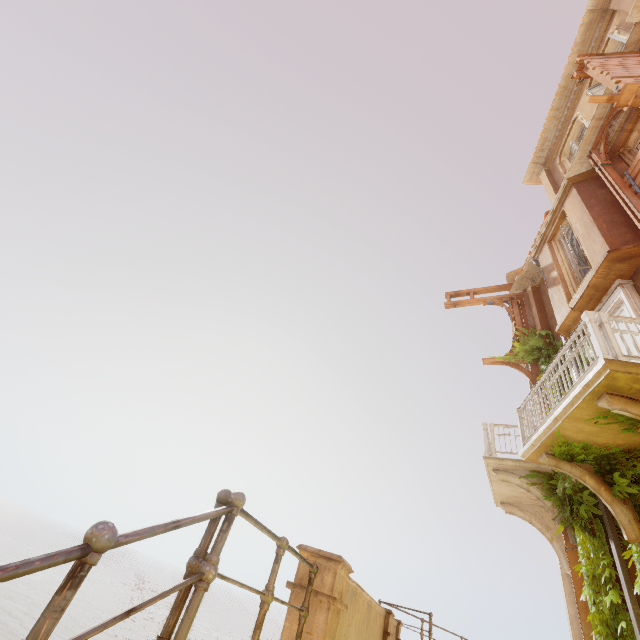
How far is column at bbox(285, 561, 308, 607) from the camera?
3.4m

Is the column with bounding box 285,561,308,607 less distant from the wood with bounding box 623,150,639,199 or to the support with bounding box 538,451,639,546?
the support with bounding box 538,451,639,546

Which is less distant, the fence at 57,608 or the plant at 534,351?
the fence at 57,608

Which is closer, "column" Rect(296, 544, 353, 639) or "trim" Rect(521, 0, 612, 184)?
"column" Rect(296, 544, 353, 639)

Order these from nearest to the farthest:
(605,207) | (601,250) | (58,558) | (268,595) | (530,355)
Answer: (58,558)
(268,595)
(601,250)
(605,207)
(530,355)

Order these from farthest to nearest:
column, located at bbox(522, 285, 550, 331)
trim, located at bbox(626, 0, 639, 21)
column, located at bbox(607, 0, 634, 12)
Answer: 1. column, located at bbox(522, 285, 550, 331)
2. column, located at bbox(607, 0, 634, 12)
3. trim, located at bbox(626, 0, 639, 21)

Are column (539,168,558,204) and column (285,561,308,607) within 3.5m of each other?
no

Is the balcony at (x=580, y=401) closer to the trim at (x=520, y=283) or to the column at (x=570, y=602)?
the column at (x=570, y=602)
